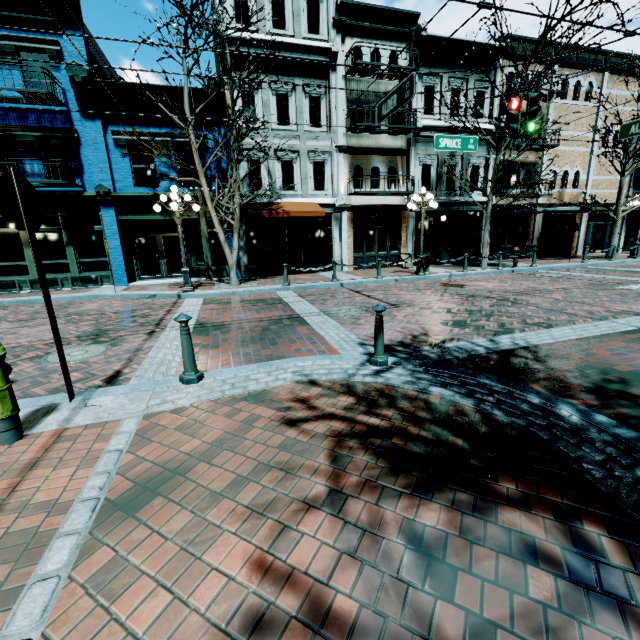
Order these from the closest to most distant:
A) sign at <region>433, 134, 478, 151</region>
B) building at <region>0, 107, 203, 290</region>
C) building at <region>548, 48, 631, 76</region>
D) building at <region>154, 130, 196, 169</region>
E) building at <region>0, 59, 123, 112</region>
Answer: sign at <region>433, 134, 478, 151</region> → building at <region>0, 59, 123, 112</region> → building at <region>0, 107, 203, 290</region> → building at <region>154, 130, 196, 169</region> → building at <region>548, 48, 631, 76</region>

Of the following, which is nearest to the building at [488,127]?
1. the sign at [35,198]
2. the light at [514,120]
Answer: the light at [514,120]

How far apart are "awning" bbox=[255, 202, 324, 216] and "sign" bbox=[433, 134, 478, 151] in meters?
5.6

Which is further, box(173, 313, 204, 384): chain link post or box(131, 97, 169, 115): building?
box(131, 97, 169, 115): building

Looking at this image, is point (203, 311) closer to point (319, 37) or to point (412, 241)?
point (412, 241)

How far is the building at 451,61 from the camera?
15.9m

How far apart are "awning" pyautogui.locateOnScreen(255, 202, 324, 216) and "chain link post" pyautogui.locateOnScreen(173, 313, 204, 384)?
11.2 meters

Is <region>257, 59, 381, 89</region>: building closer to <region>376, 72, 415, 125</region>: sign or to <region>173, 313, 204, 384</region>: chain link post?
<region>376, 72, 415, 125</region>: sign
